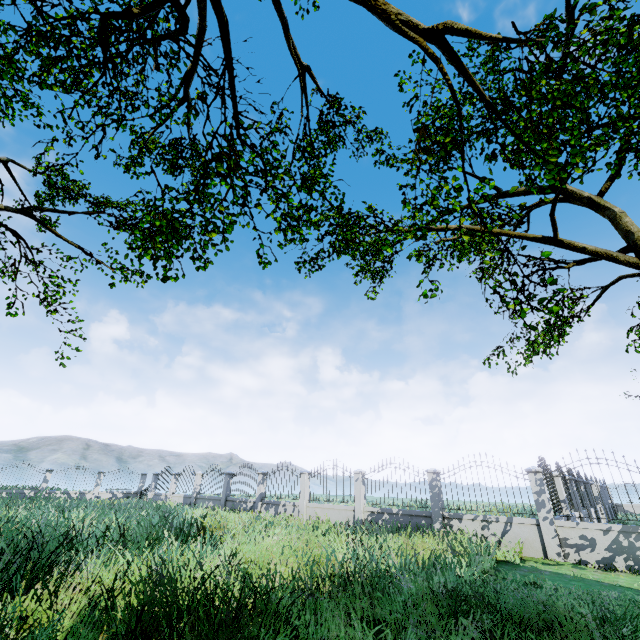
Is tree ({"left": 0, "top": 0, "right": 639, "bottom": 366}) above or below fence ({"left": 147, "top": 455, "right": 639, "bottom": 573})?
above

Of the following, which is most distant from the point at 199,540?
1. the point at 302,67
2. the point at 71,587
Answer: the point at 302,67

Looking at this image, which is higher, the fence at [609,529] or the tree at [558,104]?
Answer: the tree at [558,104]
